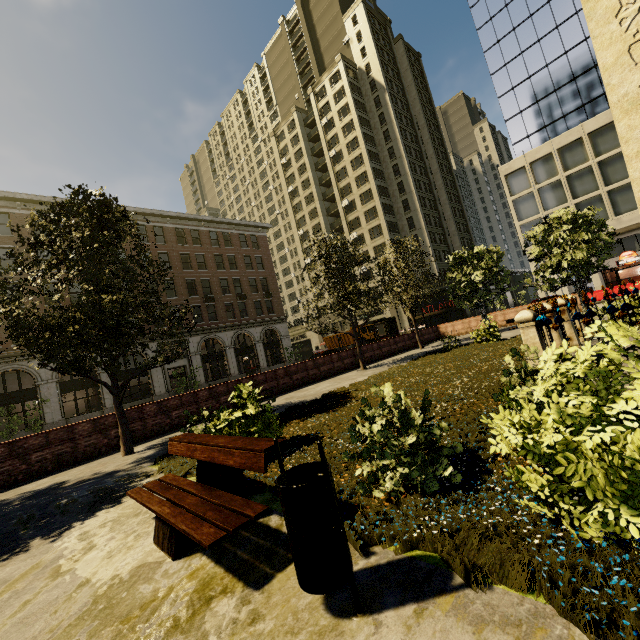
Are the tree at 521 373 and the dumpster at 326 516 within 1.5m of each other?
no

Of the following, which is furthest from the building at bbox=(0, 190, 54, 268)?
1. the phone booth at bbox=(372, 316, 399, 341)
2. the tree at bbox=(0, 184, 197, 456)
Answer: the phone booth at bbox=(372, 316, 399, 341)

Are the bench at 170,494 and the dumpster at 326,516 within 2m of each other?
yes

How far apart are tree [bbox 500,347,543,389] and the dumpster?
2.77m

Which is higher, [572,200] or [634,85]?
[572,200]

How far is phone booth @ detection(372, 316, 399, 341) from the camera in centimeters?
2367cm

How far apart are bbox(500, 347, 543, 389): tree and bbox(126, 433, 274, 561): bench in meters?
2.9 m

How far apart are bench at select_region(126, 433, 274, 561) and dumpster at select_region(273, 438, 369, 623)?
0.53m
